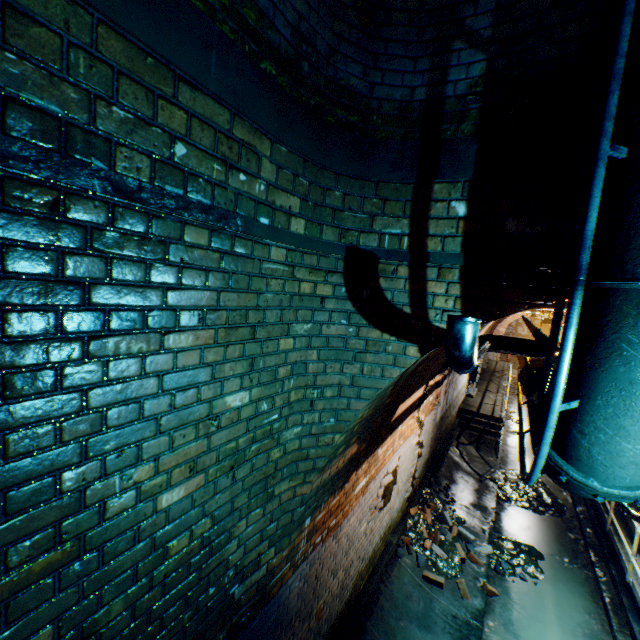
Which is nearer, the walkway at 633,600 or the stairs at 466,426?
the walkway at 633,600

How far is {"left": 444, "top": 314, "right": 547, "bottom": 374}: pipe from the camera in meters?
1.5

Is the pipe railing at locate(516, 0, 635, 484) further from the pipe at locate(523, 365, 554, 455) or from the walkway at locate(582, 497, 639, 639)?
the walkway at locate(582, 497, 639, 639)

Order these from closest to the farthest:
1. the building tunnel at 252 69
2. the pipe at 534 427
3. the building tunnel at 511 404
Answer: the building tunnel at 252 69
the pipe at 534 427
the building tunnel at 511 404

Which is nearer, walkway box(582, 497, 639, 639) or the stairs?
walkway box(582, 497, 639, 639)

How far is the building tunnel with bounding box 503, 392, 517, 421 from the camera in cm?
1398

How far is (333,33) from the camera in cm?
200

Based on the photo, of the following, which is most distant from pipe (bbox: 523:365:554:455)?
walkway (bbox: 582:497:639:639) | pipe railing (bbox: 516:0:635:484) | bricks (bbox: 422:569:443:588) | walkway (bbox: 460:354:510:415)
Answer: bricks (bbox: 422:569:443:588)
